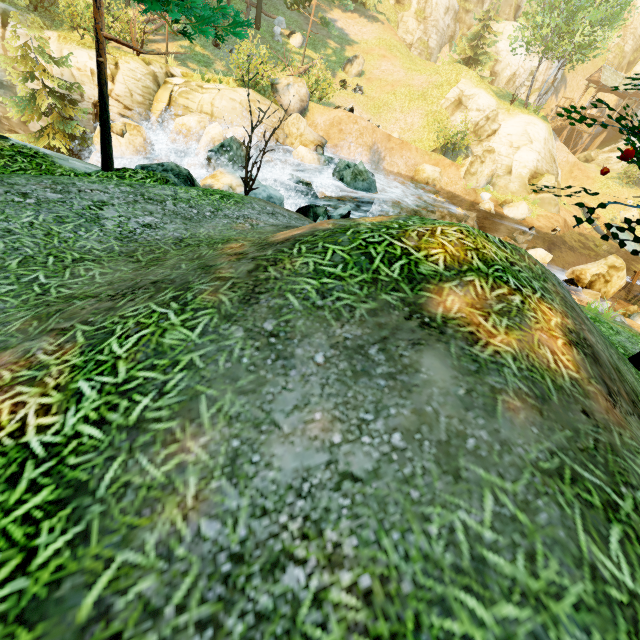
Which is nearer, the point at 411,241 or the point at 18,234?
the point at 411,241

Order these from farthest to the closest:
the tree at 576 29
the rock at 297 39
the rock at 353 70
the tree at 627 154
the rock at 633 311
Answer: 1. the rock at 353 70
2. the rock at 297 39
3. the tree at 576 29
4. the rock at 633 311
5. the tree at 627 154

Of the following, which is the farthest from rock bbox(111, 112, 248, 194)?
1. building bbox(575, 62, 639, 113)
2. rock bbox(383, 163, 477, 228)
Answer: building bbox(575, 62, 639, 113)

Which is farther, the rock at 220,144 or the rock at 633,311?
the rock at 633,311

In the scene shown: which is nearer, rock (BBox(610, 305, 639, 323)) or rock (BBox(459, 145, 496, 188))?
rock (BBox(610, 305, 639, 323))

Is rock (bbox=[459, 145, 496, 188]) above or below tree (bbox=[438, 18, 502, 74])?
below

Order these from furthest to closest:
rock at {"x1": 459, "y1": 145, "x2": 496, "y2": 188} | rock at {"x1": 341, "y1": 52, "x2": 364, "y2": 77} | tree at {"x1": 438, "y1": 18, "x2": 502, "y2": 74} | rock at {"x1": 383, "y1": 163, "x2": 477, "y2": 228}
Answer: tree at {"x1": 438, "y1": 18, "x2": 502, "y2": 74}, rock at {"x1": 341, "y1": 52, "x2": 364, "y2": 77}, rock at {"x1": 459, "y1": 145, "x2": 496, "y2": 188}, rock at {"x1": 383, "y1": 163, "x2": 477, "y2": 228}

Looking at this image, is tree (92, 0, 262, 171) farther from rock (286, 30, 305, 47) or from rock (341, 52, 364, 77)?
rock (341, 52, 364, 77)
